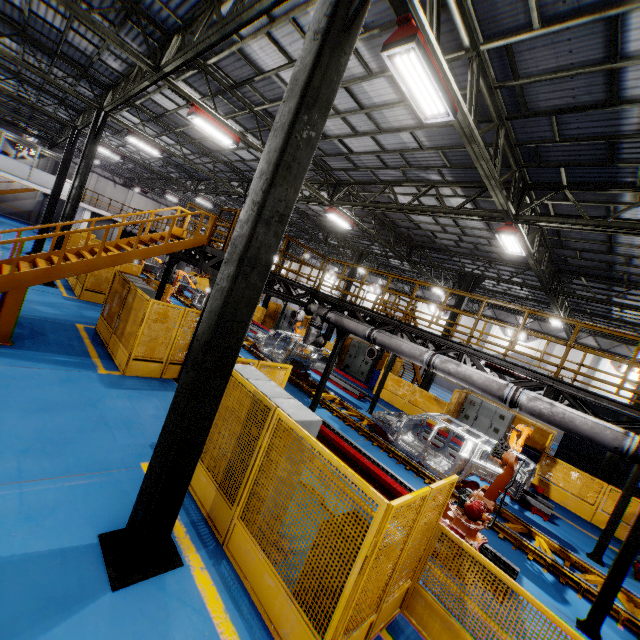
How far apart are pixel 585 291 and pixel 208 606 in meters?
19.7

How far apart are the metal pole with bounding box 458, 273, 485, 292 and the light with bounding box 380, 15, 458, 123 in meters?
12.6 m

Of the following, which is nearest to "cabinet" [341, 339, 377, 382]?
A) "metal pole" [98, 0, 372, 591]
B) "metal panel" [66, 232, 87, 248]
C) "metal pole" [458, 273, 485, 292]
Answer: "metal panel" [66, 232, 87, 248]

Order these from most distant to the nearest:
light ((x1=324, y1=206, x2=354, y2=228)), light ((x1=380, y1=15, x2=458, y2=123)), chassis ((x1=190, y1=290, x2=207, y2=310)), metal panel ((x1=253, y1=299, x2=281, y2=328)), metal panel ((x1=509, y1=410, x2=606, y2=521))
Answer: metal panel ((x1=253, y1=299, x2=281, y2=328))
chassis ((x1=190, y1=290, x2=207, y2=310))
light ((x1=324, y1=206, x2=354, y2=228))
metal panel ((x1=509, y1=410, x2=606, y2=521))
light ((x1=380, y1=15, x2=458, y2=123))

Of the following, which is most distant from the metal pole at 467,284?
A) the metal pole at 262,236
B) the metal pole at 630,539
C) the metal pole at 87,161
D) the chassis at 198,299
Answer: the metal pole at 87,161

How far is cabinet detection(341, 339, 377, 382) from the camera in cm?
2045

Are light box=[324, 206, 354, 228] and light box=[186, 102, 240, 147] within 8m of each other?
yes

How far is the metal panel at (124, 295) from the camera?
8.9m
